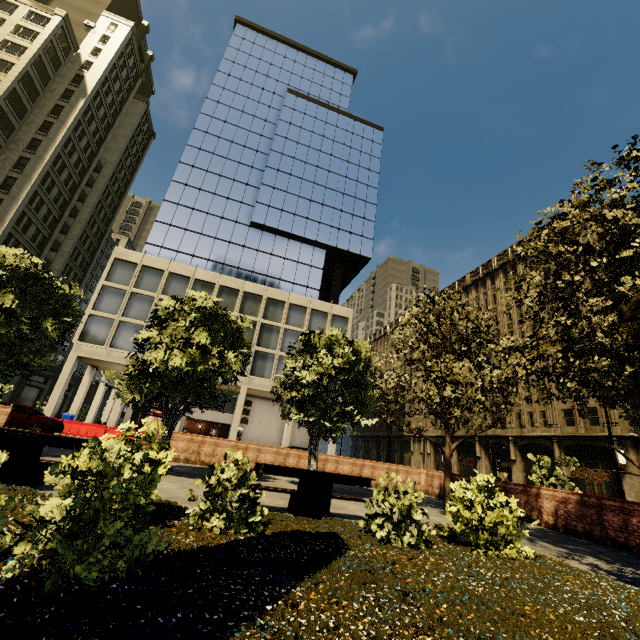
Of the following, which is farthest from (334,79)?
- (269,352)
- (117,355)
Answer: (117,355)

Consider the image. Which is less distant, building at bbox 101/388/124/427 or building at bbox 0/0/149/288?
building at bbox 101/388/124/427

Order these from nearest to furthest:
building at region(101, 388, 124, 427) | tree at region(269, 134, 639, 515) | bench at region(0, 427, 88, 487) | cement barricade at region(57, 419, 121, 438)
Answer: bench at region(0, 427, 88, 487) < tree at region(269, 134, 639, 515) < cement barricade at region(57, 419, 121, 438) < building at region(101, 388, 124, 427)

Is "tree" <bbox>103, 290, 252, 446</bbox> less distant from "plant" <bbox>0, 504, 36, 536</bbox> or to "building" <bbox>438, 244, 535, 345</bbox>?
"plant" <bbox>0, 504, 36, 536</bbox>

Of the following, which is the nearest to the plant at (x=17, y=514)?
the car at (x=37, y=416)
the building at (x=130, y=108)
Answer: the car at (x=37, y=416)

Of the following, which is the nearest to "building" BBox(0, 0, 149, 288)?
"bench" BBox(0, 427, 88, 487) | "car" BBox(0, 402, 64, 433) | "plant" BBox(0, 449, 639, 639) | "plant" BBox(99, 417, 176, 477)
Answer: "car" BBox(0, 402, 64, 433)

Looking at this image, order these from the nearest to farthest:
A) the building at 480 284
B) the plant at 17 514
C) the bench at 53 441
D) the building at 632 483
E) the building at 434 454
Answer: the plant at 17 514 → the bench at 53 441 → the building at 632 483 → the building at 480 284 → the building at 434 454

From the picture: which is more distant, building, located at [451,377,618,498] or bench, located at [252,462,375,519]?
building, located at [451,377,618,498]
